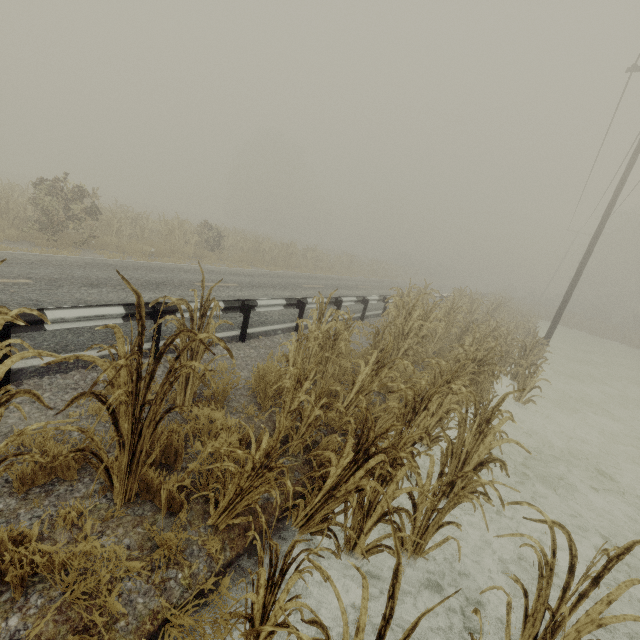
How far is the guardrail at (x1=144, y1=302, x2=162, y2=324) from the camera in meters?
5.3 m

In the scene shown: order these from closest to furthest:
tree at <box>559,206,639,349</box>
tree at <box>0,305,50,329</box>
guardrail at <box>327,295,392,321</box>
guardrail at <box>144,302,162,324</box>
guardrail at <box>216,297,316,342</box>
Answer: tree at <box>0,305,50,329</box>, guardrail at <box>144,302,162,324</box>, guardrail at <box>216,297,316,342</box>, guardrail at <box>327,295,392,321</box>, tree at <box>559,206,639,349</box>

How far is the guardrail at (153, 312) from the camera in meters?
5.3 m

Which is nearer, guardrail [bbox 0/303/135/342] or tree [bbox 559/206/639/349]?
guardrail [bbox 0/303/135/342]

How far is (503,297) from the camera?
25.17m

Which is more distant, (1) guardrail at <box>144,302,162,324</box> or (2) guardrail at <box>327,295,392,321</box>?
(2) guardrail at <box>327,295,392,321</box>

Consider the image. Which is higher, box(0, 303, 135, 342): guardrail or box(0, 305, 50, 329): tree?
box(0, 305, 50, 329): tree

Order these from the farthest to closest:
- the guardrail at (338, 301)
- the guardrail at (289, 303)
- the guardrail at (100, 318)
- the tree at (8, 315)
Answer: the guardrail at (338, 301) < the guardrail at (289, 303) < the guardrail at (100, 318) < the tree at (8, 315)
